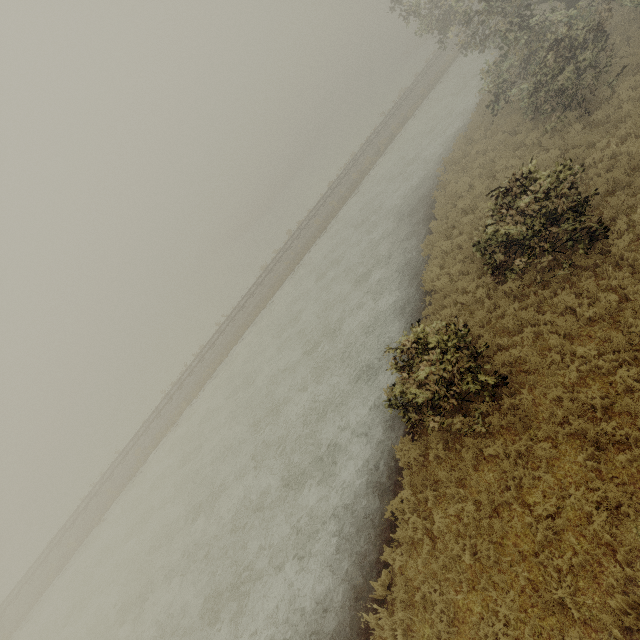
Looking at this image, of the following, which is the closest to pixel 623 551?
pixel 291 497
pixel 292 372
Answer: pixel 291 497
